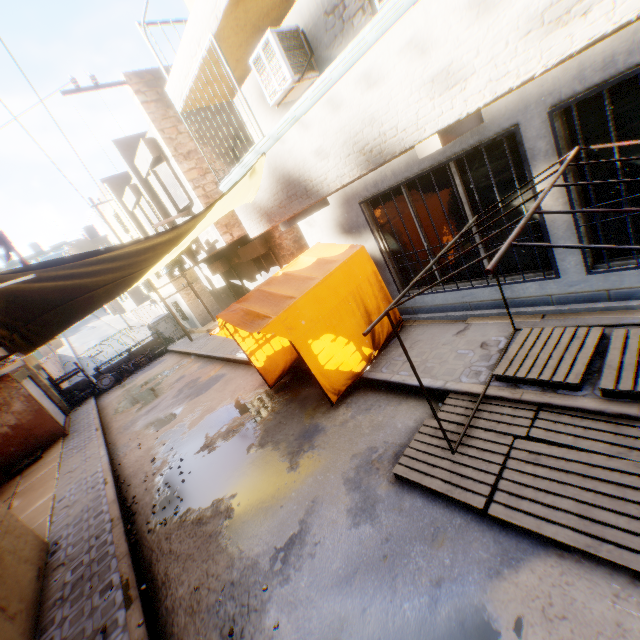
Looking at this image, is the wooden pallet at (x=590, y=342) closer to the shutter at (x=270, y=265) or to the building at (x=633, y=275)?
the building at (x=633, y=275)

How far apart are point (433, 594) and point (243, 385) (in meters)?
7.63

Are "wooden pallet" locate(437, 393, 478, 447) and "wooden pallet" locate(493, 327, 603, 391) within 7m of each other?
yes

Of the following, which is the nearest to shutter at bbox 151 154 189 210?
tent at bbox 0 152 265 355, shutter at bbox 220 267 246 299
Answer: tent at bbox 0 152 265 355

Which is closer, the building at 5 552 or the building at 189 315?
the building at 5 552

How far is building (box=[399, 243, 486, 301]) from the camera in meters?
5.9 m

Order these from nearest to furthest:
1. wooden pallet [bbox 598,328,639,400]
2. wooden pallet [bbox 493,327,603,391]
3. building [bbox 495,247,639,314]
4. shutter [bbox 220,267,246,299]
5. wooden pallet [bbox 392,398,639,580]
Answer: wooden pallet [bbox 392,398,639,580] → wooden pallet [bbox 598,328,639,400] → wooden pallet [bbox 493,327,603,391] → building [bbox 495,247,639,314] → shutter [bbox 220,267,246,299]

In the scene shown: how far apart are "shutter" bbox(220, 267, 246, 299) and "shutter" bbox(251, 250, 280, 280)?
2.1m
